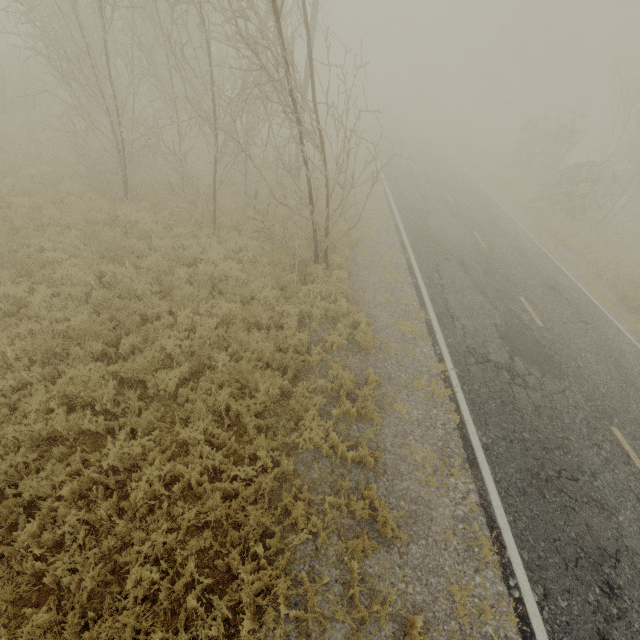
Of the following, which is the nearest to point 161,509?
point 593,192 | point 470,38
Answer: point 593,192

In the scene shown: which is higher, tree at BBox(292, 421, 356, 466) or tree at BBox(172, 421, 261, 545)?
tree at BBox(292, 421, 356, 466)

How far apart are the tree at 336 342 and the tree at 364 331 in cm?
65

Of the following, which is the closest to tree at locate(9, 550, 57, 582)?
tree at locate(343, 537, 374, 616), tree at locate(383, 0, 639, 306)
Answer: tree at locate(343, 537, 374, 616)

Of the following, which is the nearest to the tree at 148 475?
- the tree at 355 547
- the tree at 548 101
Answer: the tree at 355 547

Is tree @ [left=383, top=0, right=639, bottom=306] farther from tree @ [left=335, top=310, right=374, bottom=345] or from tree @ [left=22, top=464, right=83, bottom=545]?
tree @ [left=335, top=310, right=374, bottom=345]

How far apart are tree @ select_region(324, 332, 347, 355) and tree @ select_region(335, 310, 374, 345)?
0.6 meters
